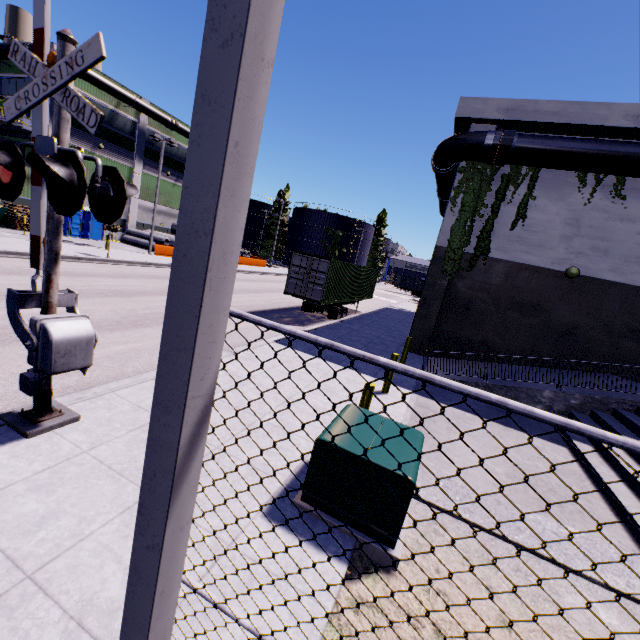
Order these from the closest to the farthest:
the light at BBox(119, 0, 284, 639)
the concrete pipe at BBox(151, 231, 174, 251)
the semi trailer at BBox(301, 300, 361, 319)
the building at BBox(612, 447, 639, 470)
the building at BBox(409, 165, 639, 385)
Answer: the light at BBox(119, 0, 284, 639)
the building at BBox(612, 447, 639, 470)
the building at BBox(409, 165, 639, 385)
the semi trailer at BBox(301, 300, 361, 319)
the concrete pipe at BBox(151, 231, 174, 251)

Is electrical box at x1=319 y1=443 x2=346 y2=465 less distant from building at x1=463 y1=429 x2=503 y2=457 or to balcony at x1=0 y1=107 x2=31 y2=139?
building at x1=463 y1=429 x2=503 y2=457

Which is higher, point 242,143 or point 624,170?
point 624,170

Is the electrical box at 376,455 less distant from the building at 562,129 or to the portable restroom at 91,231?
the building at 562,129

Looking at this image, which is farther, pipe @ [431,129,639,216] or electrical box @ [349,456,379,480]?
pipe @ [431,129,639,216]

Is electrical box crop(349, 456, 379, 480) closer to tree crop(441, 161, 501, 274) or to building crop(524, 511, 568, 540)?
building crop(524, 511, 568, 540)

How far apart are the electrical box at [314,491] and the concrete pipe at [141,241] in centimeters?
3364cm

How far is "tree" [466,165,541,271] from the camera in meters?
12.9
